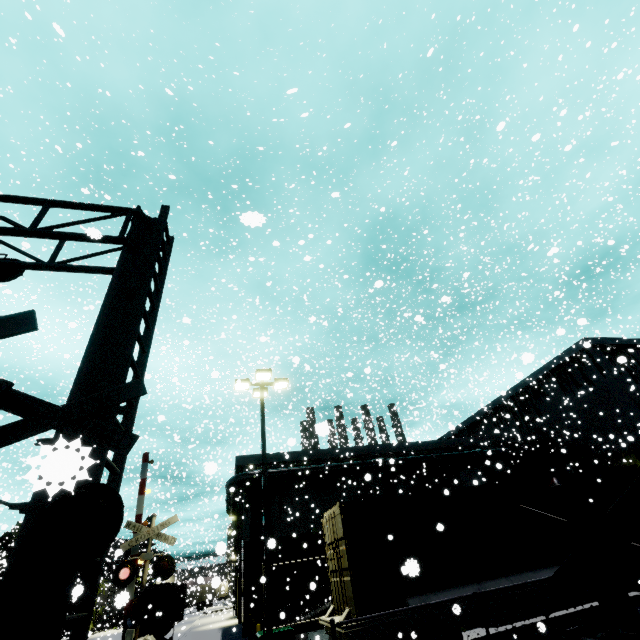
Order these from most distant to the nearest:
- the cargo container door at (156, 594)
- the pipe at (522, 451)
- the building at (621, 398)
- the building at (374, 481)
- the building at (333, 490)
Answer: the building at (374, 481) < the pipe at (522, 451) < the building at (333, 490) < the building at (621, 398) < the cargo container door at (156, 594)

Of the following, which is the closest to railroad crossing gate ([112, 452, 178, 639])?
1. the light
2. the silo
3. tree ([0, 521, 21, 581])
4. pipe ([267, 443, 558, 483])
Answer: the light

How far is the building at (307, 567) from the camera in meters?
19.4 m

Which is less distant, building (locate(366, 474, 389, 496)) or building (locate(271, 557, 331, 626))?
building (locate(271, 557, 331, 626))

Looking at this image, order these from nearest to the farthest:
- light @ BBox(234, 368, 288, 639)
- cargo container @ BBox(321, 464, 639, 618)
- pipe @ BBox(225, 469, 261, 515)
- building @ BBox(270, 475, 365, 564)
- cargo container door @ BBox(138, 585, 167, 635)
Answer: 1. cargo container @ BBox(321, 464, 639, 618)
2. light @ BBox(234, 368, 288, 639)
3. cargo container door @ BBox(138, 585, 167, 635)
4. building @ BBox(270, 475, 365, 564)
5. pipe @ BBox(225, 469, 261, 515)

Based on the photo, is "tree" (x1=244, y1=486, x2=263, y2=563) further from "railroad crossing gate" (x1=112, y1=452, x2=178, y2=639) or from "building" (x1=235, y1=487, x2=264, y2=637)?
"railroad crossing gate" (x1=112, y1=452, x2=178, y2=639)

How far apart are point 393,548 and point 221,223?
31.0m

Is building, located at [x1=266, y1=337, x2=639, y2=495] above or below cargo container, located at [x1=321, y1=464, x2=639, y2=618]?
above
